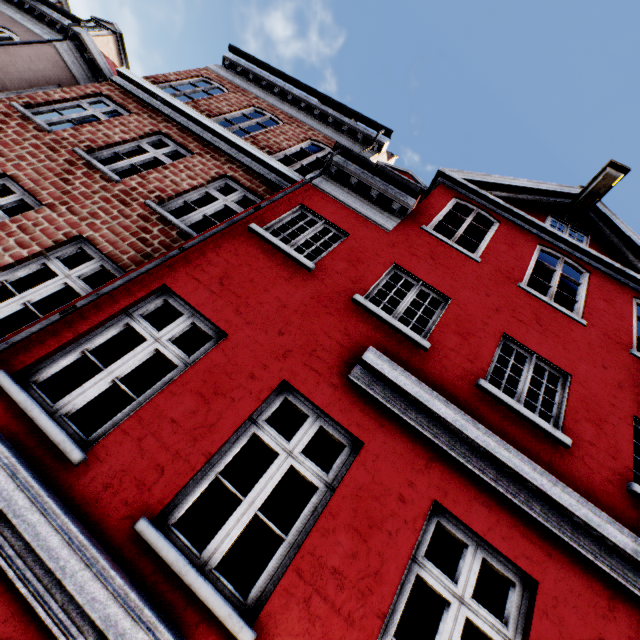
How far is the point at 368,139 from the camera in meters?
8.8
